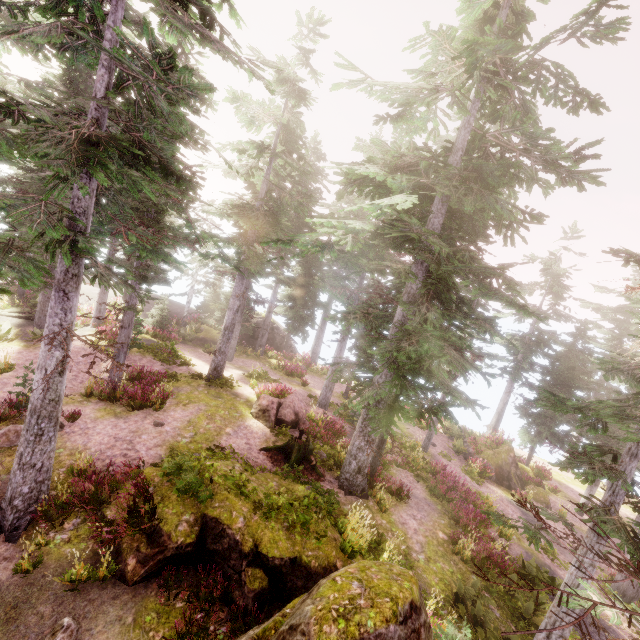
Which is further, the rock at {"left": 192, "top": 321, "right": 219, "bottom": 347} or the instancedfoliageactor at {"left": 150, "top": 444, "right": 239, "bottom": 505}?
the rock at {"left": 192, "top": 321, "right": 219, "bottom": 347}

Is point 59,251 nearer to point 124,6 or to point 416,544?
point 124,6

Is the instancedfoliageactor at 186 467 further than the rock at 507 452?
No

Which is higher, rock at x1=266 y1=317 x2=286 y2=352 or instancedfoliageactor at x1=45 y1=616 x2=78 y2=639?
rock at x1=266 y1=317 x2=286 y2=352

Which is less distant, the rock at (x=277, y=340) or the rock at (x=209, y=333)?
Result: the rock at (x=209, y=333)

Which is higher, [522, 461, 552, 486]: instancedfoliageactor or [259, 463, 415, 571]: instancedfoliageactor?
[259, 463, 415, 571]: instancedfoliageactor

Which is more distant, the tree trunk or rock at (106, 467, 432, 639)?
the tree trunk
